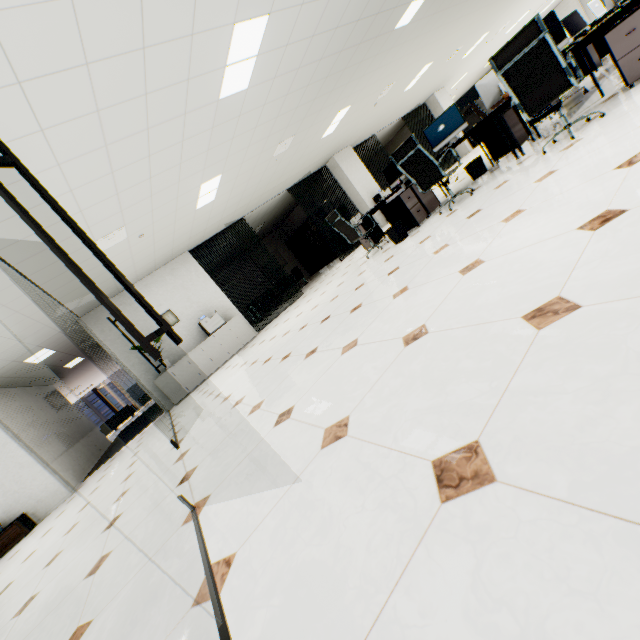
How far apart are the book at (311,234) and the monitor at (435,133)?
8.1m

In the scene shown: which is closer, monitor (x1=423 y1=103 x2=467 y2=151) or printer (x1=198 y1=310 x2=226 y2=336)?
monitor (x1=423 y1=103 x2=467 y2=151)

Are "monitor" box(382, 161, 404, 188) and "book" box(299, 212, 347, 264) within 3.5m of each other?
no

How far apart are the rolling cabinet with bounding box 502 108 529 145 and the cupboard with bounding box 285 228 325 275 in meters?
10.3 m

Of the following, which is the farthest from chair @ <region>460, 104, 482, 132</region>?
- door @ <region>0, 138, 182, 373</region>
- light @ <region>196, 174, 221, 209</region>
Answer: door @ <region>0, 138, 182, 373</region>

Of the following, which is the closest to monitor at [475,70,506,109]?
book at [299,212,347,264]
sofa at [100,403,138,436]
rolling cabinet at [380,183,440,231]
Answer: rolling cabinet at [380,183,440,231]

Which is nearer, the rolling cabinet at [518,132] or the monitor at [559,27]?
the monitor at [559,27]

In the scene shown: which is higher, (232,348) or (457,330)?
(232,348)
